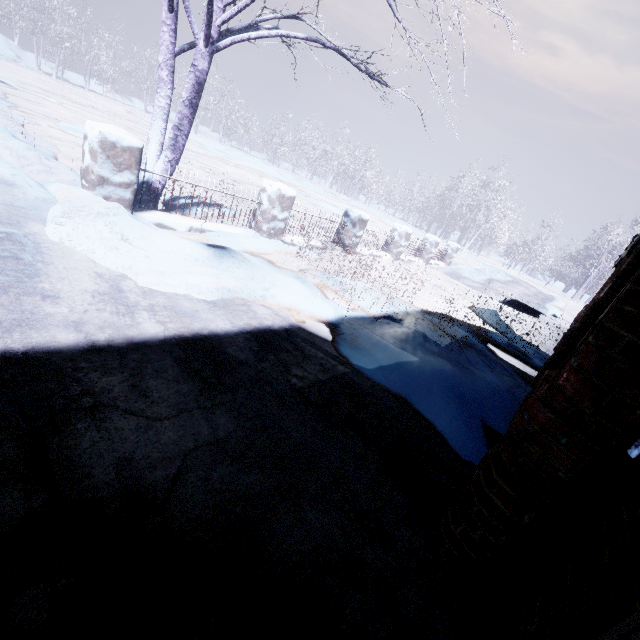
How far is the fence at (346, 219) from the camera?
6.88m

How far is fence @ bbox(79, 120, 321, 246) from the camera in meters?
3.2 m

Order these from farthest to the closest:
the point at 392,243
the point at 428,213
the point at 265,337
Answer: the point at 428,213, the point at 392,243, the point at 265,337

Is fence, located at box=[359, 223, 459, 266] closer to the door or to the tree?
the tree

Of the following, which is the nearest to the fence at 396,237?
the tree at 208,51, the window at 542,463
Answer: the tree at 208,51
